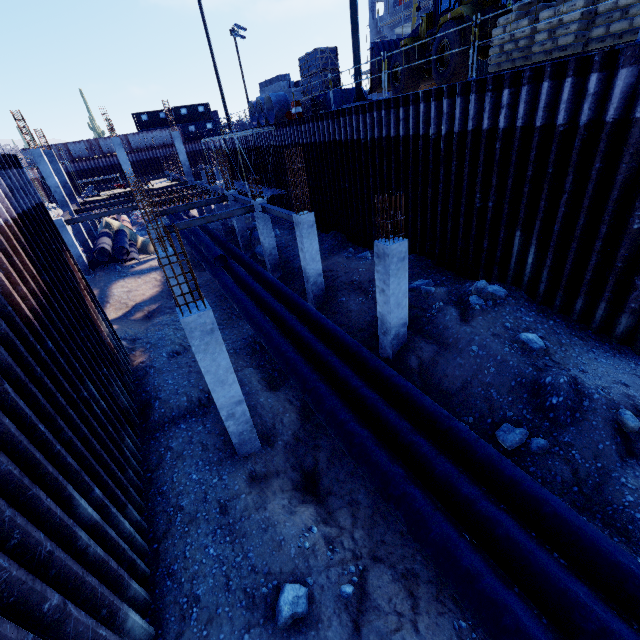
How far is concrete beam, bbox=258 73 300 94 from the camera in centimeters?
2623cm

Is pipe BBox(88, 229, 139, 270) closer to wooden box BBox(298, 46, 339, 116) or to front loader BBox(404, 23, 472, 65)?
wooden box BBox(298, 46, 339, 116)

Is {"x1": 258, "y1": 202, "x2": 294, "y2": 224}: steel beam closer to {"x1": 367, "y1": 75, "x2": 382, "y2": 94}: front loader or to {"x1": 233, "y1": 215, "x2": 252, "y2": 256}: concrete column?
{"x1": 233, "y1": 215, "x2": 252, "y2": 256}: concrete column

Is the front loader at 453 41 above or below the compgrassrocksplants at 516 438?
above

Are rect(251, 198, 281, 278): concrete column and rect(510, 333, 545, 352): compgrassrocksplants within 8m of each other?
no

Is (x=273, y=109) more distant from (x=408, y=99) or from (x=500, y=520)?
(x=500, y=520)

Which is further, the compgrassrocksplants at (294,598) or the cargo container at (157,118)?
the cargo container at (157,118)

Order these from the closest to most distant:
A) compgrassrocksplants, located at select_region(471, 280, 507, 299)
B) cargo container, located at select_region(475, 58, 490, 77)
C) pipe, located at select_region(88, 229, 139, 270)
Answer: compgrassrocksplants, located at select_region(471, 280, 507, 299), pipe, located at select_region(88, 229, 139, 270), cargo container, located at select_region(475, 58, 490, 77)
